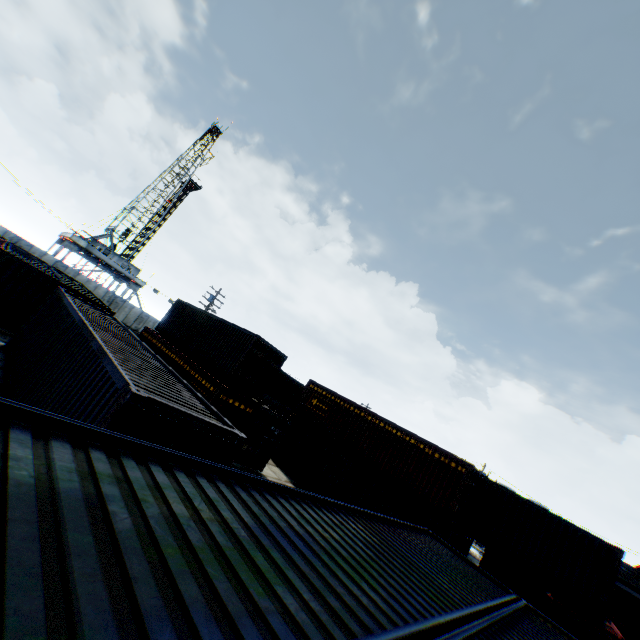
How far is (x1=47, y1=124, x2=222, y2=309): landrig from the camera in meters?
42.8

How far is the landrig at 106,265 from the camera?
42.8 meters

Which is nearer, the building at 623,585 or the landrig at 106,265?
the building at 623,585

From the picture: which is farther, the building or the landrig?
the landrig

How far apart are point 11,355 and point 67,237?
39.77m
